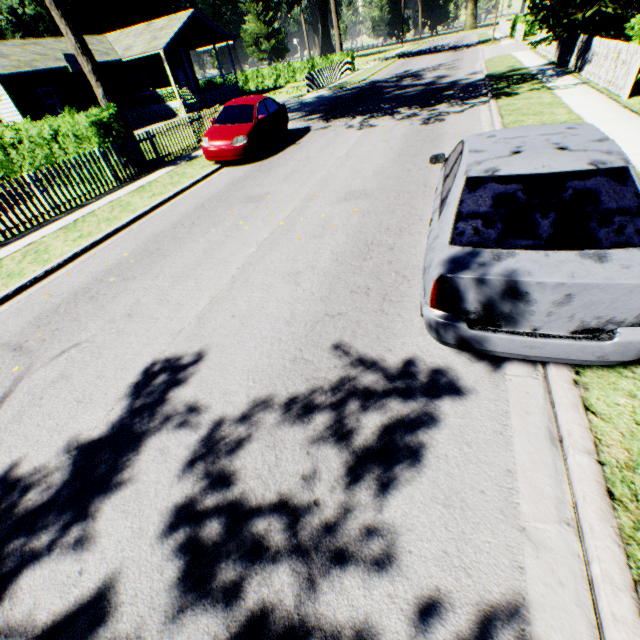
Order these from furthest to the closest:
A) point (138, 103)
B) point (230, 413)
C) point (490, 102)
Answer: point (138, 103), point (490, 102), point (230, 413)

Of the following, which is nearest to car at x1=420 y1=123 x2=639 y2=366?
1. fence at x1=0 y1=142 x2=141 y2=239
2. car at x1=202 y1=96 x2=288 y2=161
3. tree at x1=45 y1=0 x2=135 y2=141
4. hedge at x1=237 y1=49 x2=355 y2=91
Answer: car at x1=202 y1=96 x2=288 y2=161

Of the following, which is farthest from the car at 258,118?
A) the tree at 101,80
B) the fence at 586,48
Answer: the fence at 586,48

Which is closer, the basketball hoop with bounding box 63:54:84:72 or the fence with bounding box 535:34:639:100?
the fence with bounding box 535:34:639:100

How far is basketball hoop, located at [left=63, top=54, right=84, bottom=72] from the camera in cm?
2223

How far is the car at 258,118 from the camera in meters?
10.8 m

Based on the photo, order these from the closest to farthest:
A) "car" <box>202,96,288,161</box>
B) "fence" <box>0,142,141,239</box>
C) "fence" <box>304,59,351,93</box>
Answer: "fence" <box>0,142,141,239</box> → "car" <box>202,96,288,161</box> → "fence" <box>304,59,351,93</box>

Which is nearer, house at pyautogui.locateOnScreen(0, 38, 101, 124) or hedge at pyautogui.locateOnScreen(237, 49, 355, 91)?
house at pyautogui.locateOnScreen(0, 38, 101, 124)
